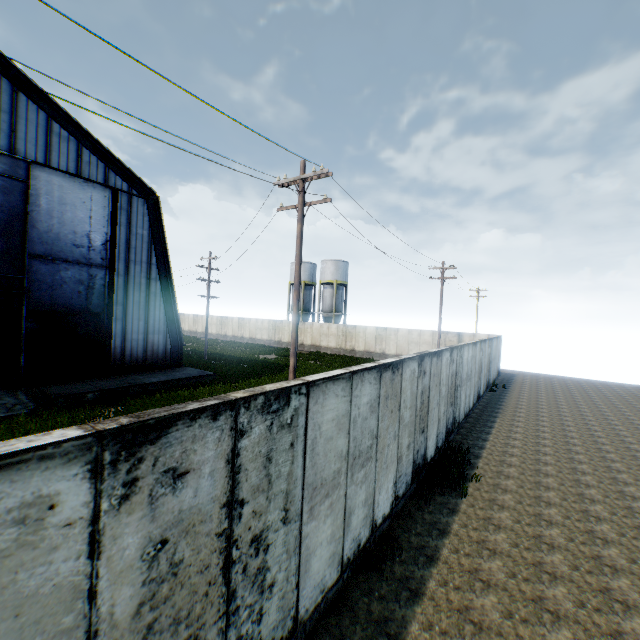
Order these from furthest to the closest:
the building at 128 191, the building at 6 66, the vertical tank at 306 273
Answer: the vertical tank at 306 273, the building at 128 191, the building at 6 66

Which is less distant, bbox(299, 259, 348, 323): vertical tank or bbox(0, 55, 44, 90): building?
bbox(0, 55, 44, 90): building

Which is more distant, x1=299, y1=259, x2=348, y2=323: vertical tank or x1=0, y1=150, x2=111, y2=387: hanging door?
x1=299, y1=259, x2=348, y2=323: vertical tank

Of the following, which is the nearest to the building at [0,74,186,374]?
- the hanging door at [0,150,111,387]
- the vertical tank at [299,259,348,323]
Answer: the hanging door at [0,150,111,387]

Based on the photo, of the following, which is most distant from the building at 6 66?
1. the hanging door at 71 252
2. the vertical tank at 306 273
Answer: the vertical tank at 306 273

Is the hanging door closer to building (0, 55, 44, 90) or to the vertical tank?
building (0, 55, 44, 90)

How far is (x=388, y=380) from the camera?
→ 6.6 meters
